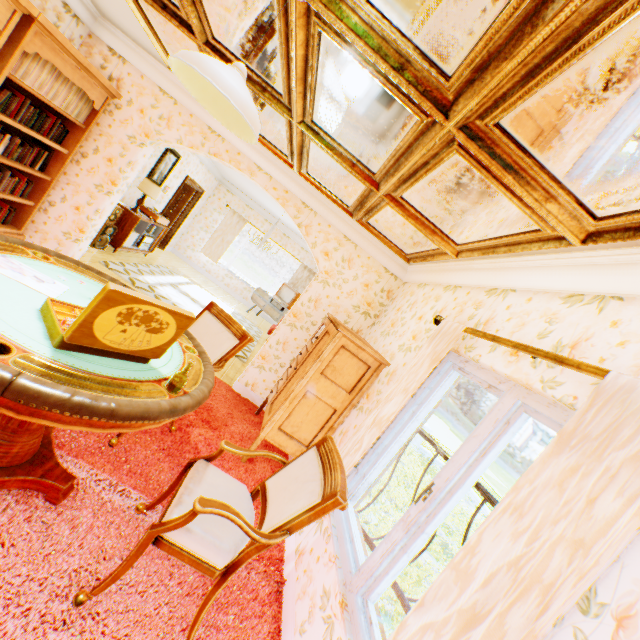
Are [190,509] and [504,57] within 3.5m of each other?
yes

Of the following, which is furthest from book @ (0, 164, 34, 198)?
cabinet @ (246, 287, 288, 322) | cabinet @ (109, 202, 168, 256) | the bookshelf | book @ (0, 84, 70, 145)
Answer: cabinet @ (246, 287, 288, 322)

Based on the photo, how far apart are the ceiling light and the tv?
8.7 meters

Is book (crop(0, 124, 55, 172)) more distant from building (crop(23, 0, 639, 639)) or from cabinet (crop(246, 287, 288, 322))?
cabinet (crop(246, 287, 288, 322))

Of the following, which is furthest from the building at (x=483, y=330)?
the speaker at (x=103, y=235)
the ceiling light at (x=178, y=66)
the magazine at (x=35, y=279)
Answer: the ceiling light at (x=178, y=66)

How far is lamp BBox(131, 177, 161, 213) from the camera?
6.9m

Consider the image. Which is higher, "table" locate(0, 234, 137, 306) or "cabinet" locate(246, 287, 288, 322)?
"table" locate(0, 234, 137, 306)

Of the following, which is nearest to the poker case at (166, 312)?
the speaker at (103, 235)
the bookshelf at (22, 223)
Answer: the bookshelf at (22, 223)
